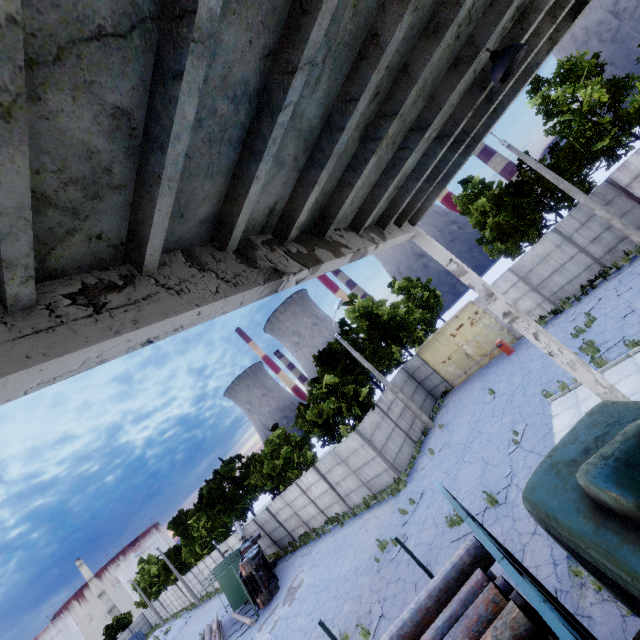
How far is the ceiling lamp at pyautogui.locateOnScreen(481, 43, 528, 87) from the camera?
4.4 meters

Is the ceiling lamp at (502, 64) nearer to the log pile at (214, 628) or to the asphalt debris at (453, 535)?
the asphalt debris at (453, 535)

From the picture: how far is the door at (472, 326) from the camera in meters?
21.5

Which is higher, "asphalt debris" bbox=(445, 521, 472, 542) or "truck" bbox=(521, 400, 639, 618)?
"truck" bbox=(521, 400, 639, 618)

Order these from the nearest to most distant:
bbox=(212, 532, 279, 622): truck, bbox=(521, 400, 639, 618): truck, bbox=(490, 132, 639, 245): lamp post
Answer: bbox=(521, 400, 639, 618): truck, bbox=(490, 132, 639, 245): lamp post, bbox=(212, 532, 279, 622): truck

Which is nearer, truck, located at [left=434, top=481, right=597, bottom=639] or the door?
truck, located at [left=434, top=481, right=597, bottom=639]

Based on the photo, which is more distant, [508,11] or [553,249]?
[553,249]

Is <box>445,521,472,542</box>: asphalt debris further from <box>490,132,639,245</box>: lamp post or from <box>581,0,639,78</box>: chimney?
<box>581,0,639,78</box>: chimney
